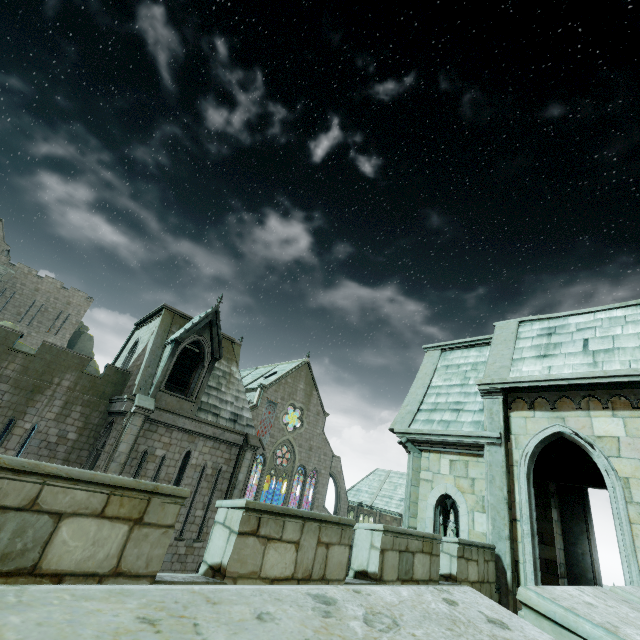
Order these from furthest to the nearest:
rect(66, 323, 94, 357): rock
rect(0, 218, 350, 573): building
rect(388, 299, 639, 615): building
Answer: rect(66, 323, 94, 357): rock → rect(0, 218, 350, 573): building → rect(388, 299, 639, 615): building

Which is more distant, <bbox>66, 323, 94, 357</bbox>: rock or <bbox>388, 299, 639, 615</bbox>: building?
<bbox>66, 323, 94, 357</bbox>: rock

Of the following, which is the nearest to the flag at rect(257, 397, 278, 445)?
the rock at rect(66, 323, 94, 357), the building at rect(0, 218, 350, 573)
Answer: the building at rect(0, 218, 350, 573)

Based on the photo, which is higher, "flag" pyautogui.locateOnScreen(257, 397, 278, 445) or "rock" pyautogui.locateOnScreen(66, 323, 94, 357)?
"rock" pyautogui.locateOnScreen(66, 323, 94, 357)

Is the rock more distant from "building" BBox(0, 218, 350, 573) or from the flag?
the flag

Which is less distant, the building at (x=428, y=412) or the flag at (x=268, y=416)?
the building at (x=428, y=412)

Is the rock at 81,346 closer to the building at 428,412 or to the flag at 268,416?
the building at 428,412

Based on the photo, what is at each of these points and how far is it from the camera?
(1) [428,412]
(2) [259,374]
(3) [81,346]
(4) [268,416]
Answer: (1) building, 11.8m
(2) building, 48.5m
(3) rock, 54.3m
(4) flag, 38.9m
